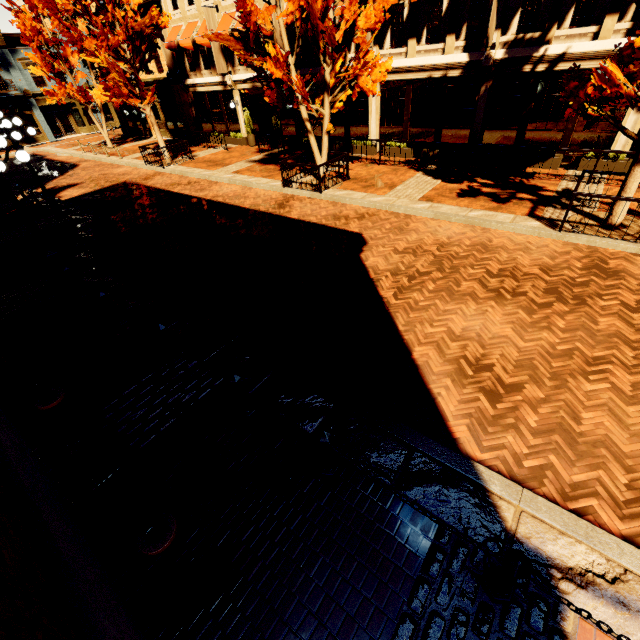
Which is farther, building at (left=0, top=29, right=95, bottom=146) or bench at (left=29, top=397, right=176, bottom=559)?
building at (left=0, top=29, right=95, bottom=146)

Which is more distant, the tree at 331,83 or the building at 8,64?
the building at 8,64

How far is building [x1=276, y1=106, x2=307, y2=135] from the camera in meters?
18.6

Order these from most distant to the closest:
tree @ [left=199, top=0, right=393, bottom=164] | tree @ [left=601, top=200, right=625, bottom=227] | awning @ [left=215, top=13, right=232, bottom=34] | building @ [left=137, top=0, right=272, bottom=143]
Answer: building @ [left=137, top=0, right=272, bottom=143] → awning @ [left=215, top=13, right=232, bottom=34] → tree @ [left=199, top=0, right=393, bottom=164] → tree @ [left=601, top=200, right=625, bottom=227]

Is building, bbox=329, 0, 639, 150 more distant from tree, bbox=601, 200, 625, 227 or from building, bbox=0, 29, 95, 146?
building, bbox=0, 29, 95, 146

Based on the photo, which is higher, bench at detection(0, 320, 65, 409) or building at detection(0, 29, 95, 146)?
building at detection(0, 29, 95, 146)

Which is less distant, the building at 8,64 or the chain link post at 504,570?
the chain link post at 504,570

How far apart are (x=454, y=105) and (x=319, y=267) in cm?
1119
